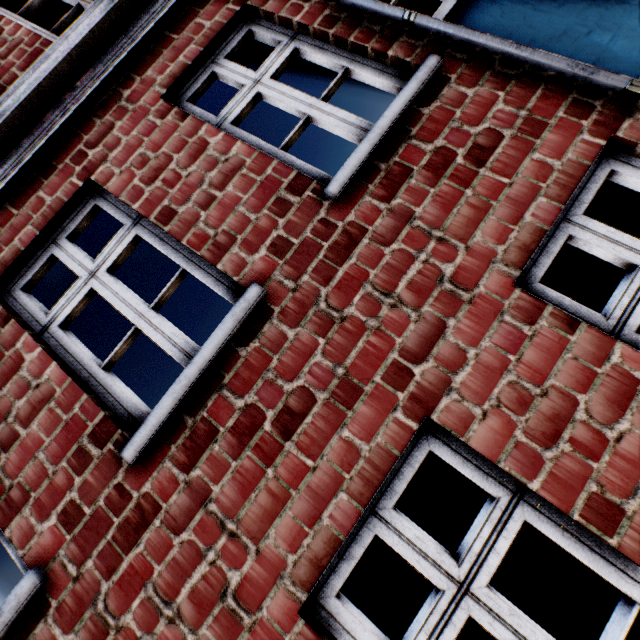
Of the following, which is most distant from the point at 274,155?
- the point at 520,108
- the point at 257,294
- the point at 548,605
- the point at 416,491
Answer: the point at 548,605
